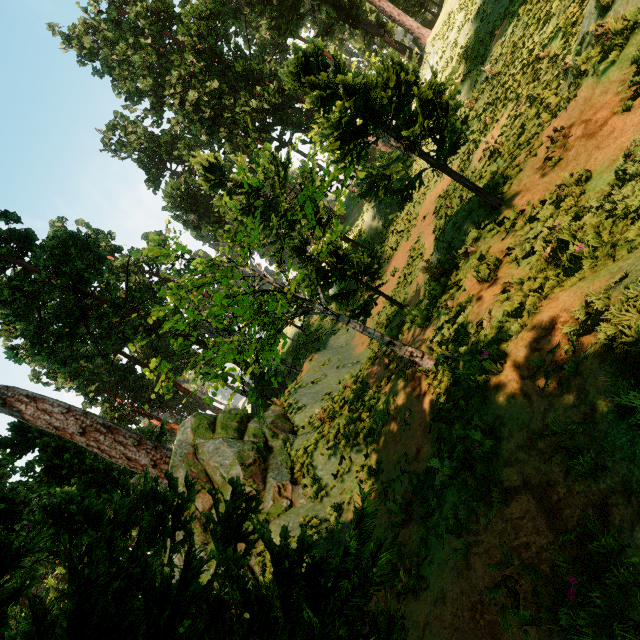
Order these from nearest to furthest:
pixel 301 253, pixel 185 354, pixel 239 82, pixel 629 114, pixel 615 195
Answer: pixel 615 195 → pixel 629 114 → pixel 301 253 → pixel 185 354 → pixel 239 82
